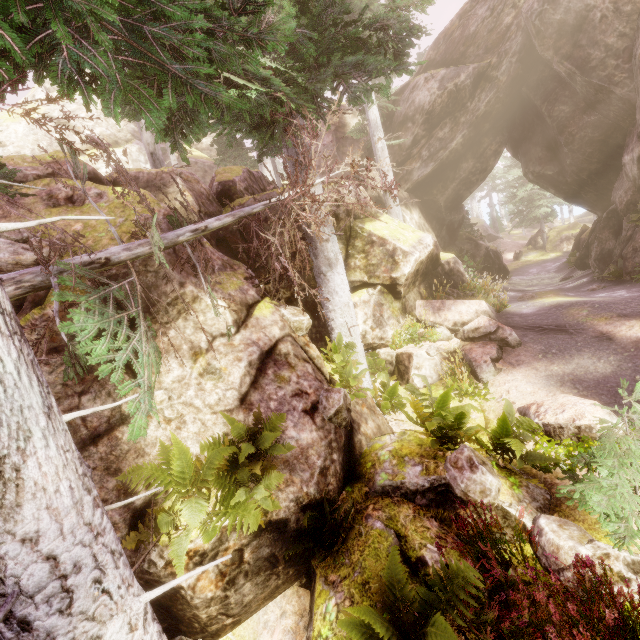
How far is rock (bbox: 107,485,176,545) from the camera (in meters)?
4.36

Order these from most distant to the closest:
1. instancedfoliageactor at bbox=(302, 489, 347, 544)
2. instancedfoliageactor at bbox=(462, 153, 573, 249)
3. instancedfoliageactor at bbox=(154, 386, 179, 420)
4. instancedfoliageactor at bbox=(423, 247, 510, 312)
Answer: instancedfoliageactor at bbox=(462, 153, 573, 249) → instancedfoliageactor at bbox=(423, 247, 510, 312) → instancedfoliageactor at bbox=(154, 386, 179, 420) → instancedfoliageactor at bbox=(302, 489, 347, 544)

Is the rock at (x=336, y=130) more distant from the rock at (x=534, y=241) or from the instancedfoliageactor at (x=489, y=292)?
the rock at (x=534, y=241)

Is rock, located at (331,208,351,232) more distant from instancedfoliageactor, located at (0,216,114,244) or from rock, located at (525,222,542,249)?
rock, located at (525,222,542,249)

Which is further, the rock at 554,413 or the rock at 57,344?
the rock at 554,413

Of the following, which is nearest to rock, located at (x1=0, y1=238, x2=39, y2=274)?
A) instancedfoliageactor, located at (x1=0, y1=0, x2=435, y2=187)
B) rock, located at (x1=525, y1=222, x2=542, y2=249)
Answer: instancedfoliageactor, located at (x1=0, y1=0, x2=435, y2=187)

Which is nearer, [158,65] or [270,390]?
[158,65]
